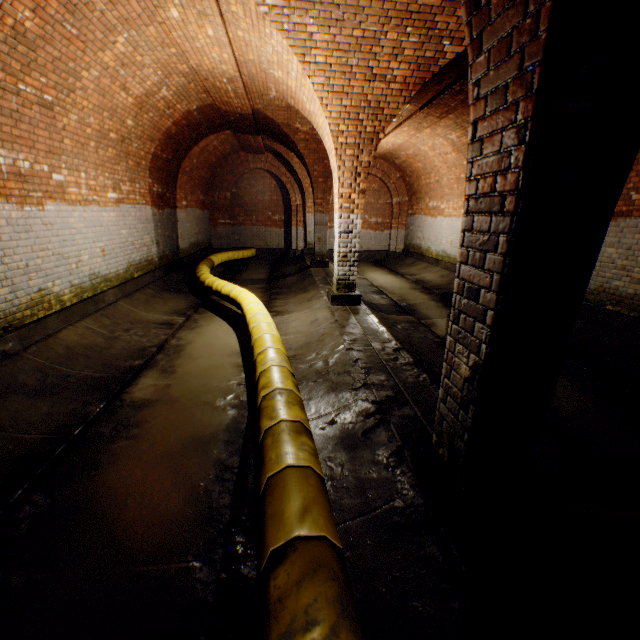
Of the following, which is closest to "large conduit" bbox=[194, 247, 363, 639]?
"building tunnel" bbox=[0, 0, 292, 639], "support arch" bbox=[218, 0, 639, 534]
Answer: "building tunnel" bbox=[0, 0, 292, 639]

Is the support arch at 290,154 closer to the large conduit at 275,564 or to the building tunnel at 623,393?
the building tunnel at 623,393

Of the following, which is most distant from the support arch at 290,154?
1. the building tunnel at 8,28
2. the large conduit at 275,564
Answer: the large conduit at 275,564

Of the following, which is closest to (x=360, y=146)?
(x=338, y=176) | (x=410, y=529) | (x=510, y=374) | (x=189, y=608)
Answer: (x=338, y=176)

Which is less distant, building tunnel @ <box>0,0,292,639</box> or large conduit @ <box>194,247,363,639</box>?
large conduit @ <box>194,247,363,639</box>

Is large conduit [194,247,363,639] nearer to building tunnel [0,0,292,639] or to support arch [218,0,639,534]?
building tunnel [0,0,292,639]
